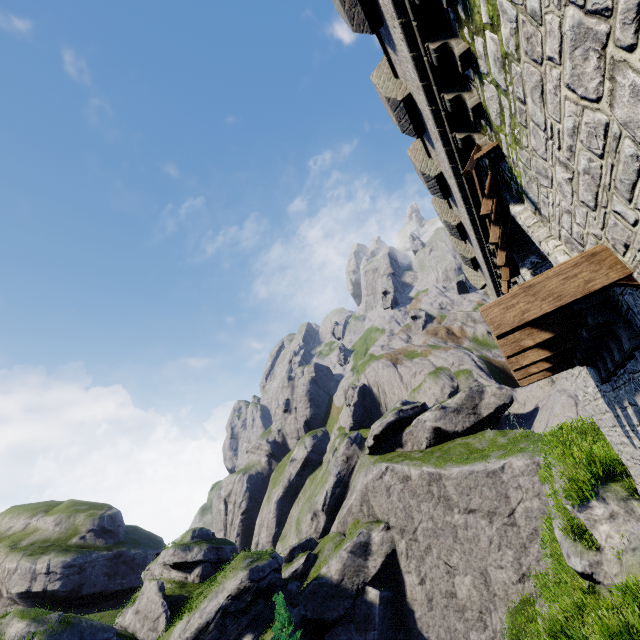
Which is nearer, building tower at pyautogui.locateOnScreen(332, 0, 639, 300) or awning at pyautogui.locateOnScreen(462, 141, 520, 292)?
building tower at pyautogui.locateOnScreen(332, 0, 639, 300)

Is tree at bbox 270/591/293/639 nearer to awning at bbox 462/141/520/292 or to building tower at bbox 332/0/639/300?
building tower at bbox 332/0/639/300

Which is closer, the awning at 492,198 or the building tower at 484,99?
the building tower at 484,99

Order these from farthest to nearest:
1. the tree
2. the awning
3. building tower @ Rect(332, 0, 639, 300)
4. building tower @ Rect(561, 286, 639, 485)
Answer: the tree < the awning < building tower @ Rect(561, 286, 639, 485) < building tower @ Rect(332, 0, 639, 300)

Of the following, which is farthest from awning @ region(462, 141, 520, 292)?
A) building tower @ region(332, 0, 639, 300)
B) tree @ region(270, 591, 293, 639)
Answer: tree @ region(270, 591, 293, 639)

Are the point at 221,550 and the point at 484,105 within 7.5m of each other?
no

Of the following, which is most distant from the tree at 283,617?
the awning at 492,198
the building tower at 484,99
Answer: the awning at 492,198
